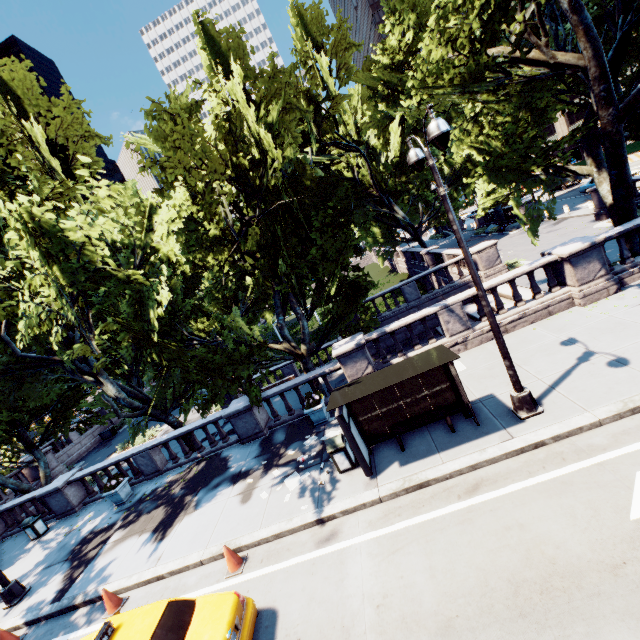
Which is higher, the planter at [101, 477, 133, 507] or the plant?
the plant

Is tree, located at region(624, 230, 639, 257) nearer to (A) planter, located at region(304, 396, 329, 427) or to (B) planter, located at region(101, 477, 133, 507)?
(A) planter, located at region(304, 396, 329, 427)

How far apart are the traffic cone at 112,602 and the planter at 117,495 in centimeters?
559cm

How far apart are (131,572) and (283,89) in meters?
18.4 m

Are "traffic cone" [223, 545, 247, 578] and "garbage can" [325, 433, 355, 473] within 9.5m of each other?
yes

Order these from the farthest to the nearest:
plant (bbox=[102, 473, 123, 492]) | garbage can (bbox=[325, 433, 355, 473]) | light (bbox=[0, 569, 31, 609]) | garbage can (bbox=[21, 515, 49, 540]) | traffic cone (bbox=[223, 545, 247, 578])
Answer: garbage can (bbox=[21, 515, 49, 540])
plant (bbox=[102, 473, 123, 492])
light (bbox=[0, 569, 31, 609])
garbage can (bbox=[325, 433, 355, 473])
traffic cone (bbox=[223, 545, 247, 578])

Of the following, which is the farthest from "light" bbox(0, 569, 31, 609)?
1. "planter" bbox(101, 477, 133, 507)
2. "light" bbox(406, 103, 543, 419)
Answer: "light" bbox(406, 103, 543, 419)

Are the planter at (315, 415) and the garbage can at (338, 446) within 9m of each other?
yes
